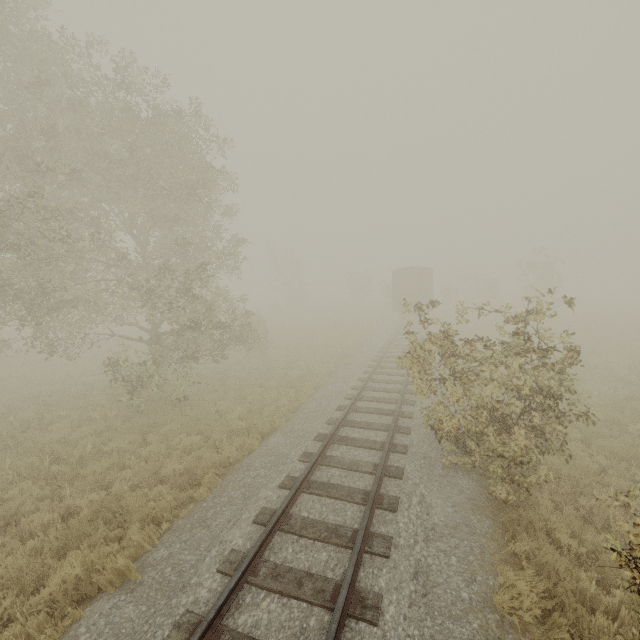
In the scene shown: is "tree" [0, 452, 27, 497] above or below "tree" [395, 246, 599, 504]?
below

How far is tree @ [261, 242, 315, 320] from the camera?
39.5m

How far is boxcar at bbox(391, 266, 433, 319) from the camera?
27.3m

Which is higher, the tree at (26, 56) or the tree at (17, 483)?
the tree at (26, 56)

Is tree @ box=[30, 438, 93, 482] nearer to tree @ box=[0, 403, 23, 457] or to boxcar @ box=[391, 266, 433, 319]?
boxcar @ box=[391, 266, 433, 319]

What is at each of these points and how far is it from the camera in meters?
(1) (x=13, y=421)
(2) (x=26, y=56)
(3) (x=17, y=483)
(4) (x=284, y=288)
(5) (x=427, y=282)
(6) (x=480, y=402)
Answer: (1) tree, 11.5
(2) tree, 10.7
(3) tree, 7.9
(4) tree, 46.2
(5) boxcar, 27.3
(6) tree, 7.0

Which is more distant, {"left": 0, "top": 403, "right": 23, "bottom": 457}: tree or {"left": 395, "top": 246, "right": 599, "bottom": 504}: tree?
{"left": 0, "top": 403, "right": 23, "bottom": 457}: tree

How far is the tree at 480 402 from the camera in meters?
6.1
